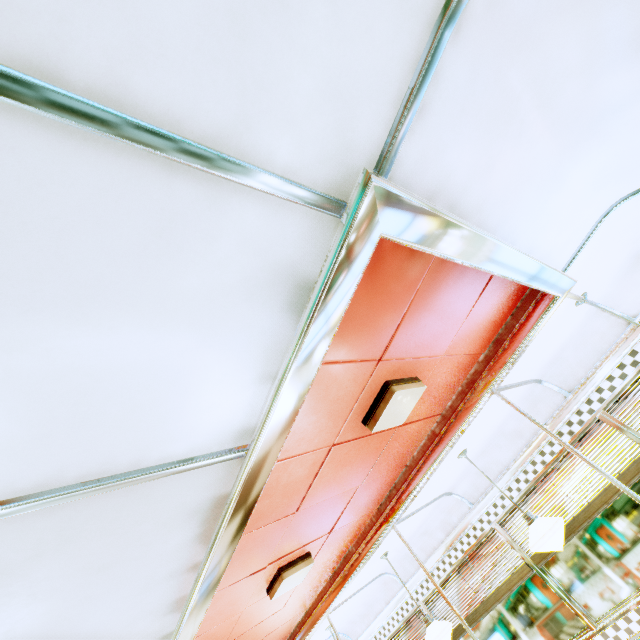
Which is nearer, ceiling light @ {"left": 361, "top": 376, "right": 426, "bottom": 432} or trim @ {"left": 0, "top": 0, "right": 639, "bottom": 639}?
trim @ {"left": 0, "top": 0, "right": 639, "bottom": 639}

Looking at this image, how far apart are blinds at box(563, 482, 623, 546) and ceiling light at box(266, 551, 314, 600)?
2.81m

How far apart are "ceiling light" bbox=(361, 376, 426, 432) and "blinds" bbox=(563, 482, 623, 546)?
2.8 meters

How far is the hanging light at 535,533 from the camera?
2.86m

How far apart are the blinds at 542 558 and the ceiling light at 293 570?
2.81m

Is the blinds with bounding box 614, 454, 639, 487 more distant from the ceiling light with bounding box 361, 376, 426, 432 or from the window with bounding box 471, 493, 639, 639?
the ceiling light with bounding box 361, 376, 426, 432

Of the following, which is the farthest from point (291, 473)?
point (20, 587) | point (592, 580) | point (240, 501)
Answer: point (592, 580)

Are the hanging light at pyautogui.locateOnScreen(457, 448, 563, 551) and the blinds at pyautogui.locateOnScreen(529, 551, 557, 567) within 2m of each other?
yes
